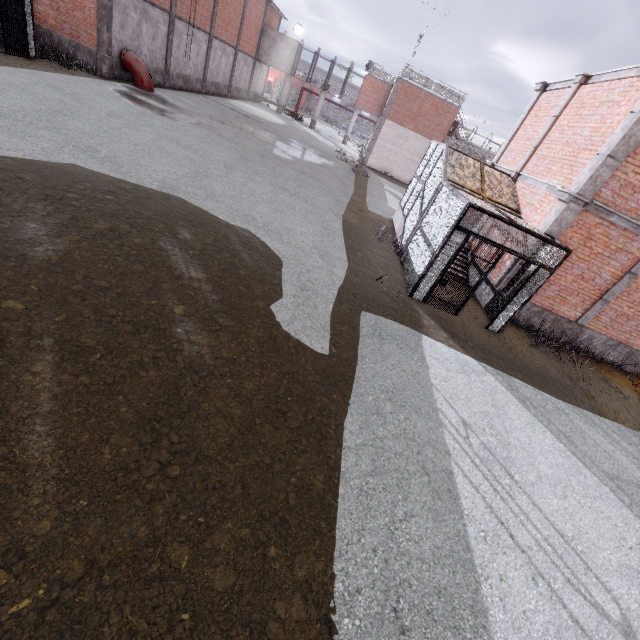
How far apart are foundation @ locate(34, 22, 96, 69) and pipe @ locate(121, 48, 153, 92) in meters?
1.1

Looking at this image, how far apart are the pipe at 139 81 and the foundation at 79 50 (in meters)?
1.13

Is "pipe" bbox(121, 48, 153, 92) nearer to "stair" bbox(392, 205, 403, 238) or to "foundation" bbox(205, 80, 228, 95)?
"foundation" bbox(205, 80, 228, 95)

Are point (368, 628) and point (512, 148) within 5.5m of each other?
no

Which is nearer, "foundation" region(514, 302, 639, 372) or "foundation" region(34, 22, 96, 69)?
"foundation" region(514, 302, 639, 372)

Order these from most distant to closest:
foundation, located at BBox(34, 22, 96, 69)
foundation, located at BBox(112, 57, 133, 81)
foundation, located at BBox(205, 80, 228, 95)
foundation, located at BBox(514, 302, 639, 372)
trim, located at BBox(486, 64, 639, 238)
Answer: foundation, located at BBox(205, 80, 228, 95) → foundation, located at BBox(112, 57, 133, 81) → foundation, located at BBox(34, 22, 96, 69) → foundation, located at BBox(514, 302, 639, 372) → trim, located at BBox(486, 64, 639, 238)

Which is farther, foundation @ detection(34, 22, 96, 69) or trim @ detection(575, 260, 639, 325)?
foundation @ detection(34, 22, 96, 69)

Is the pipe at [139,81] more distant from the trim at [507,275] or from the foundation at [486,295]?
the foundation at [486,295]
